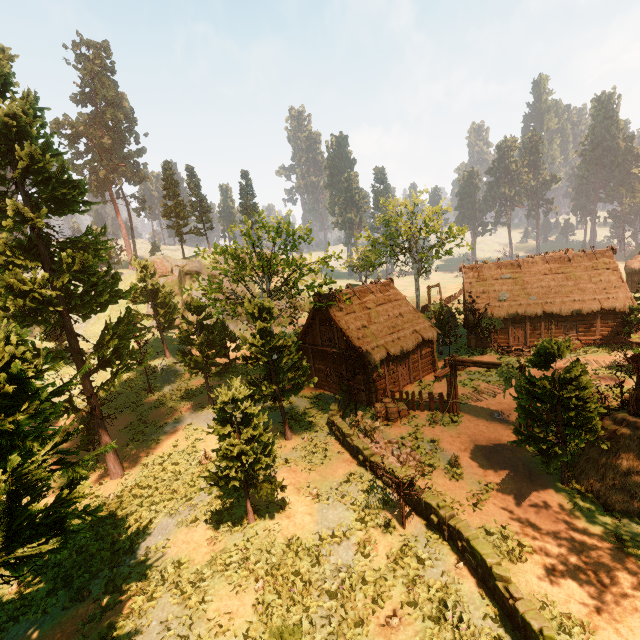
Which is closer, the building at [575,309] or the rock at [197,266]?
the building at [575,309]

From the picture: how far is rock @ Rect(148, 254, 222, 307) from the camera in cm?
4816

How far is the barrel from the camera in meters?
19.5

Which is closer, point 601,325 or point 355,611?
point 355,611

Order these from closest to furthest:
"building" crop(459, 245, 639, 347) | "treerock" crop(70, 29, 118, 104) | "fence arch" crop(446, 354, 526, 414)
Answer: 1. "fence arch" crop(446, 354, 526, 414)
2. "building" crop(459, 245, 639, 347)
3. "treerock" crop(70, 29, 118, 104)

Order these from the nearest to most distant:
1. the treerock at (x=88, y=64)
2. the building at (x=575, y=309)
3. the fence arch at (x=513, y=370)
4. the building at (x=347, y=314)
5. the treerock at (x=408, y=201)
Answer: the fence arch at (x=513, y=370)
the building at (x=347, y=314)
the building at (x=575, y=309)
the treerock at (x=408, y=201)
the treerock at (x=88, y=64)

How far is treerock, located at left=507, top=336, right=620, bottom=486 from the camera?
11.4 meters

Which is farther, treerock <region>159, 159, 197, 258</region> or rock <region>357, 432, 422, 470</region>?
treerock <region>159, 159, 197, 258</region>
